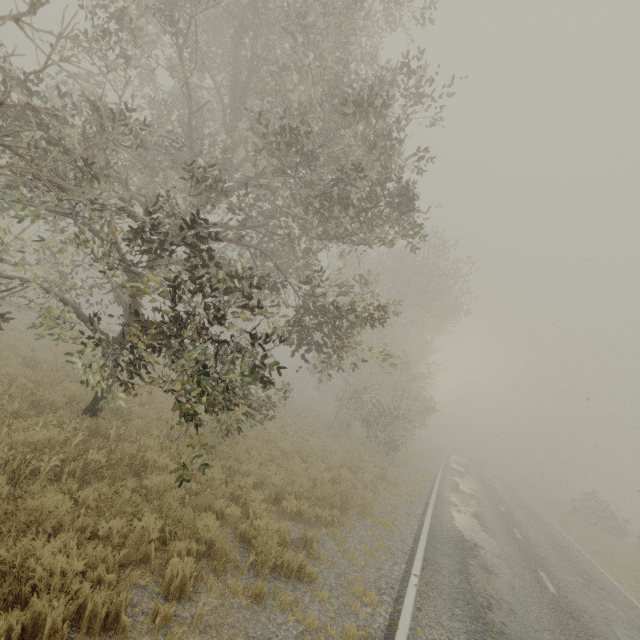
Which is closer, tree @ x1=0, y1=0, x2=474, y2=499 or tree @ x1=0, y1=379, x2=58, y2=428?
tree @ x1=0, y1=0, x2=474, y2=499

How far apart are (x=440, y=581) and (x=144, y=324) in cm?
862

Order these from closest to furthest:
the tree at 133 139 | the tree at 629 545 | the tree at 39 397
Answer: the tree at 133 139
the tree at 39 397
the tree at 629 545

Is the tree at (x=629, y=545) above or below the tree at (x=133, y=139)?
below

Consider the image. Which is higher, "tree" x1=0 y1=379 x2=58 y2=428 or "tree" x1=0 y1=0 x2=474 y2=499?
"tree" x1=0 y1=0 x2=474 y2=499

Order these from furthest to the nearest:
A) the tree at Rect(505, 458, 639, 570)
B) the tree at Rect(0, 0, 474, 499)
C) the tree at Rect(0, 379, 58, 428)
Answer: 1. the tree at Rect(505, 458, 639, 570)
2. the tree at Rect(0, 379, 58, 428)
3. the tree at Rect(0, 0, 474, 499)

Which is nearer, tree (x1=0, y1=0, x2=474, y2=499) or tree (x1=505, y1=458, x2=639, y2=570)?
tree (x1=0, y1=0, x2=474, y2=499)

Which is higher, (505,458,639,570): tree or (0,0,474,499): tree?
(0,0,474,499): tree
